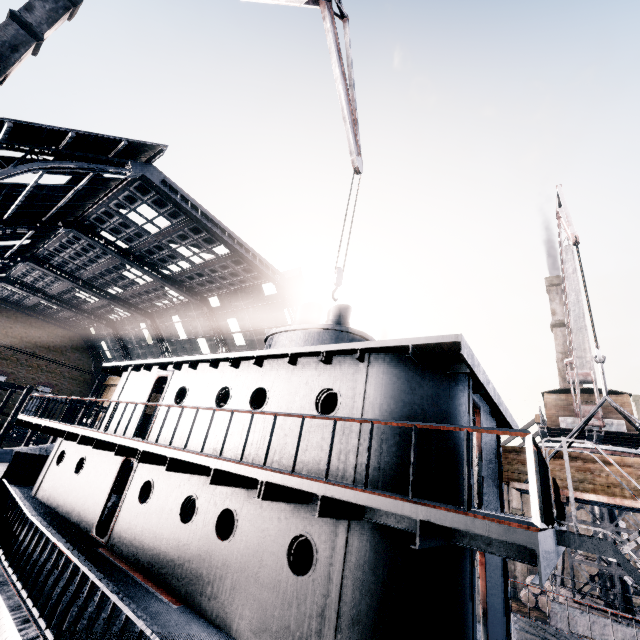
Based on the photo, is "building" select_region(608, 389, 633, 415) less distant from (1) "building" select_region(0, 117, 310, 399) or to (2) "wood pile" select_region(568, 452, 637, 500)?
(2) "wood pile" select_region(568, 452, 637, 500)

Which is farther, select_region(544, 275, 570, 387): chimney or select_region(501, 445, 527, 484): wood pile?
select_region(544, 275, 570, 387): chimney

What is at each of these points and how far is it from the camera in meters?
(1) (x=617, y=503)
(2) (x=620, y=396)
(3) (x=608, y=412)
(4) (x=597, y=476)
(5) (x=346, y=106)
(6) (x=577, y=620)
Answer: (1) loading platform, 9.1 m
(2) building, 22.6 m
(3) building, 22.6 m
(4) wood pile, 10.0 m
(5) crane, 12.9 m
(6) crane, 16.5 m

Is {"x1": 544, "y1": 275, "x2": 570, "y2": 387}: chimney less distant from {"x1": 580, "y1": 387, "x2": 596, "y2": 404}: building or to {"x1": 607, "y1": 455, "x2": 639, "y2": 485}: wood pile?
{"x1": 580, "y1": 387, "x2": 596, "y2": 404}: building

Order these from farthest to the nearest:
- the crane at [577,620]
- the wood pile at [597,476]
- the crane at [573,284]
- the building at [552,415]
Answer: the building at [552,415]
the crane at [577,620]
the crane at [573,284]
the wood pile at [597,476]

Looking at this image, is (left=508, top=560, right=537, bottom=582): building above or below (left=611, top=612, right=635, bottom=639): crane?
below

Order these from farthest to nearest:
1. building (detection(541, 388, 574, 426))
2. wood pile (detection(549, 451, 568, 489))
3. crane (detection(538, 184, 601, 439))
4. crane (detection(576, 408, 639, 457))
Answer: building (detection(541, 388, 574, 426)), crane (detection(576, 408, 639, 457)), crane (detection(538, 184, 601, 439)), wood pile (detection(549, 451, 568, 489))

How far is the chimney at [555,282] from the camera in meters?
46.2 m
